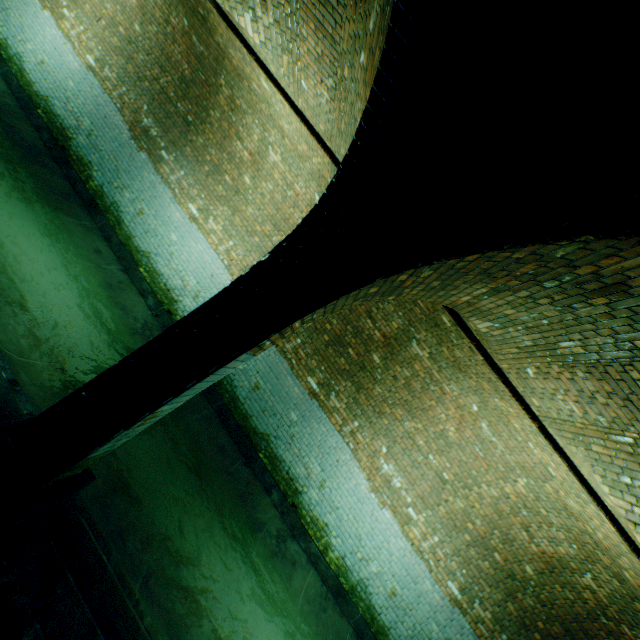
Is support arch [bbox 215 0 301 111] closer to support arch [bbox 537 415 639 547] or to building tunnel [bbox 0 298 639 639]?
building tunnel [bbox 0 298 639 639]

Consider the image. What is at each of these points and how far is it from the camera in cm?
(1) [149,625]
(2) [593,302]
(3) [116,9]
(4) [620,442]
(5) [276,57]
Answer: (1) building tunnel, 245
(2) support arch, 240
(3) building tunnel, 818
(4) support arch, 335
(5) support arch, 459

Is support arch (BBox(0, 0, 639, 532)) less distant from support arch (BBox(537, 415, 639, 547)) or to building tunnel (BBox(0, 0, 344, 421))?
building tunnel (BBox(0, 0, 344, 421))

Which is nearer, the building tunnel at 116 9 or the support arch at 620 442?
the support arch at 620 442

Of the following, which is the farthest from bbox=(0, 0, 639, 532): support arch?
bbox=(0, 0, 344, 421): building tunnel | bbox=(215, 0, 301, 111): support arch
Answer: bbox=(215, 0, 301, 111): support arch

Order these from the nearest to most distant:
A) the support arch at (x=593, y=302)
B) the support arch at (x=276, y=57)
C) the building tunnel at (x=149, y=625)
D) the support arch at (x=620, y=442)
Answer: the support arch at (x=593, y=302) < the building tunnel at (x=149, y=625) < the support arch at (x=620, y=442) < the support arch at (x=276, y=57)

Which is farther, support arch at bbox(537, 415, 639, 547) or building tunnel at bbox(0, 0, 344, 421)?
building tunnel at bbox(0, 0, 344, 421)
